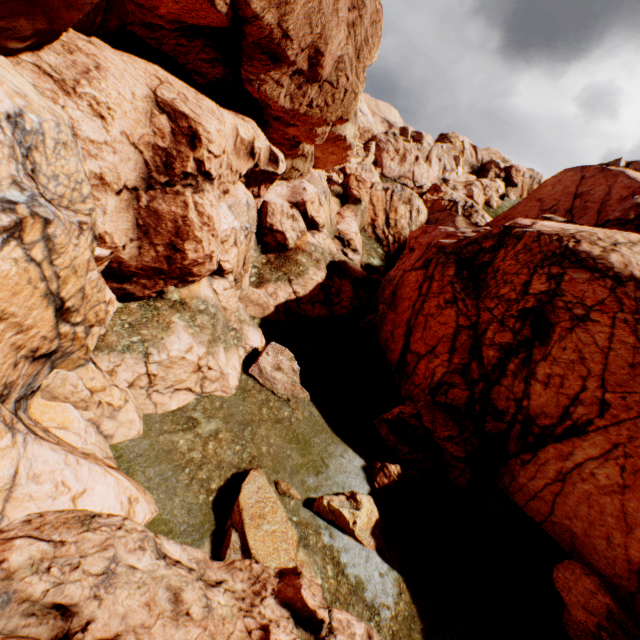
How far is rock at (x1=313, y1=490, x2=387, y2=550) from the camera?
11.33m

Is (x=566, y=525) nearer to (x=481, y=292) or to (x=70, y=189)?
(x=481, y=292)

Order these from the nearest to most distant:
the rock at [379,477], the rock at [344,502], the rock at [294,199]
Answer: the rock at [294,199] → the rock at [344,502] → the rock at [379,477]

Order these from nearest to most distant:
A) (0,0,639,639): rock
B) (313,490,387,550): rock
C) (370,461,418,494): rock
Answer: (0,0,639,639): rock
(313,490,387,550): rock
(370,461,418,494): rock

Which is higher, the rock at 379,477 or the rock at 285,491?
the rock at 379,477

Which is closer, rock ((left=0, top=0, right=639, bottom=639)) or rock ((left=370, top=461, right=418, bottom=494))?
rock ((left=0, top=0, right=639, bottom=639))

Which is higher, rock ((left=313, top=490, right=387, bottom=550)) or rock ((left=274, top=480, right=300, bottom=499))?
rock ((left=313, top=490, right=387, bottom=550))
